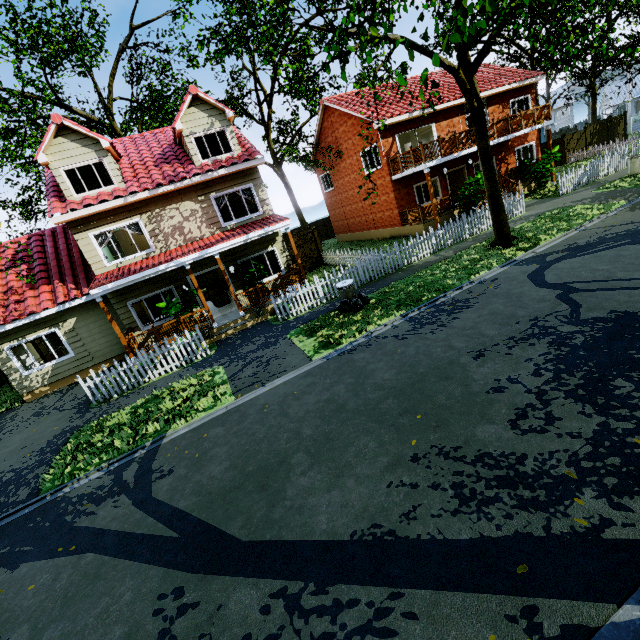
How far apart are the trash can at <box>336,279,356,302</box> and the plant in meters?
15.4

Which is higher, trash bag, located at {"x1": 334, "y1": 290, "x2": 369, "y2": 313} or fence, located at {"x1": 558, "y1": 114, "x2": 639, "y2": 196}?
fence, located at {"x1": 558, "y1": 114, "x2": 639, "y2": 196}

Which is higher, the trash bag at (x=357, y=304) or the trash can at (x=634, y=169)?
the trash can at (x=634, y=169)

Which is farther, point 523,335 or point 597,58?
point 597,58

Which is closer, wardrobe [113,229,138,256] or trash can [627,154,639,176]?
trash can [627,154,639,176]

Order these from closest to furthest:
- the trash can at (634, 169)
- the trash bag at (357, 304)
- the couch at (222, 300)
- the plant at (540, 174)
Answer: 1. the trash bag at (357, 304)
2. the trash can at (634, 169)
3. the couch at (222, 300)
4. the plant at (540, 174)

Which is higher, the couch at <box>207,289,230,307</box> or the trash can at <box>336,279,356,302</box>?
the couch at <box>207,289,230,307</box>

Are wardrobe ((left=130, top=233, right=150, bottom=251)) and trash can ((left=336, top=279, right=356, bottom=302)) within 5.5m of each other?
no
